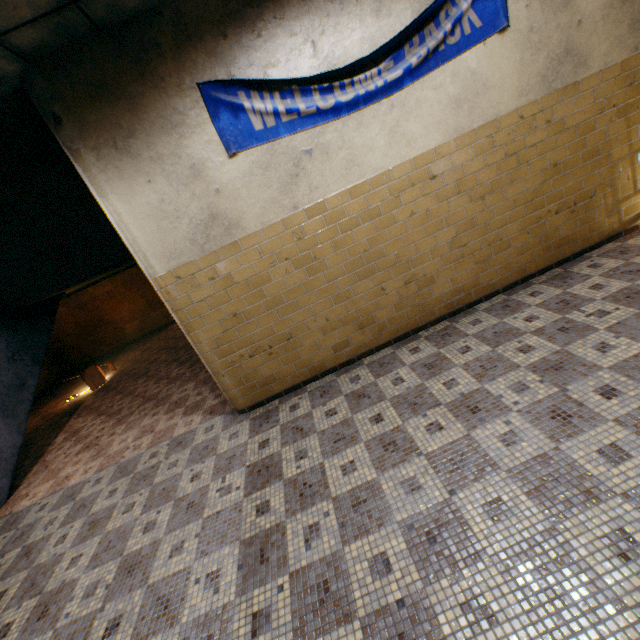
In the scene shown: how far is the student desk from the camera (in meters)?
7.99

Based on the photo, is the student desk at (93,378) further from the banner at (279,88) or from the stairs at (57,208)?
the banner at (279,88)

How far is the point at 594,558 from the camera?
1.60m

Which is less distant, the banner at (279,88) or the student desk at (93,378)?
the banner at (279,88)

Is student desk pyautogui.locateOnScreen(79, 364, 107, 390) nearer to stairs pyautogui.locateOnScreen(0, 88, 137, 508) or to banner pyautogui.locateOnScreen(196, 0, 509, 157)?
stairs pyautogui.locateOnScreen(0, 88, 137, 508)

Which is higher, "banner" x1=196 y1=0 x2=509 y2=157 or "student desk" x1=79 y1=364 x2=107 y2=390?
"banner" x1=196 y1=0 x2=509 y2=157

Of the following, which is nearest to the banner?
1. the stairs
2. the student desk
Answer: the stairs
